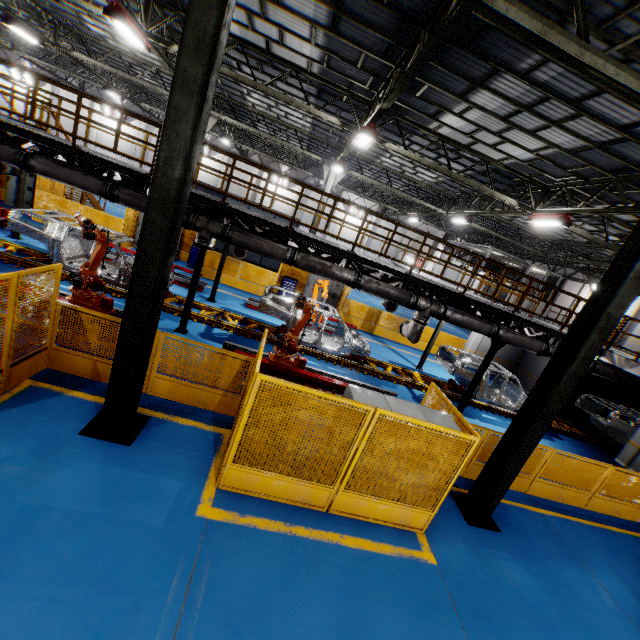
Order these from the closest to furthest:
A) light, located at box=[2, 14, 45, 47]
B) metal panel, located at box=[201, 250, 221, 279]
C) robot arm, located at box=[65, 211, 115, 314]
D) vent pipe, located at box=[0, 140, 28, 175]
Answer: vent pipe, located at box=[0, 140, 28, 175] < robot arm, located at box=[65, 211, 115, 314] < light, located at box=[2, 14, 45, 47] < metal panel, located at box=[201, 250, 221, 279]

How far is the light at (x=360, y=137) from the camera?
9.9m

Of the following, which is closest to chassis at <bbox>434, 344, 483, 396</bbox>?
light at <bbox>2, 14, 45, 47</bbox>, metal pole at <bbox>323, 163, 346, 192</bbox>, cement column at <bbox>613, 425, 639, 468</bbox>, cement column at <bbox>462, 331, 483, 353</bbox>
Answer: cement column at <bbox>613, 425, 639, 468</bbox>

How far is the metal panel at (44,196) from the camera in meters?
15.4 m

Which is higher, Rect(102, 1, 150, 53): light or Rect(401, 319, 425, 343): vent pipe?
Rect(102, 1, 150, 53): light

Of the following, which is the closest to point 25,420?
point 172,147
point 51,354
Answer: point 51,354

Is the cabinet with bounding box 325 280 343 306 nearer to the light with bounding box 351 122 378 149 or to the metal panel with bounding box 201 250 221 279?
the metal panel with bounding box 201 250 221 279

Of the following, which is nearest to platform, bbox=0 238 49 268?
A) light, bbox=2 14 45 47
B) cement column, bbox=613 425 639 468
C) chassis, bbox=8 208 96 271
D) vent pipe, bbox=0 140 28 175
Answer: chassis, bbox=8 208 96 271
